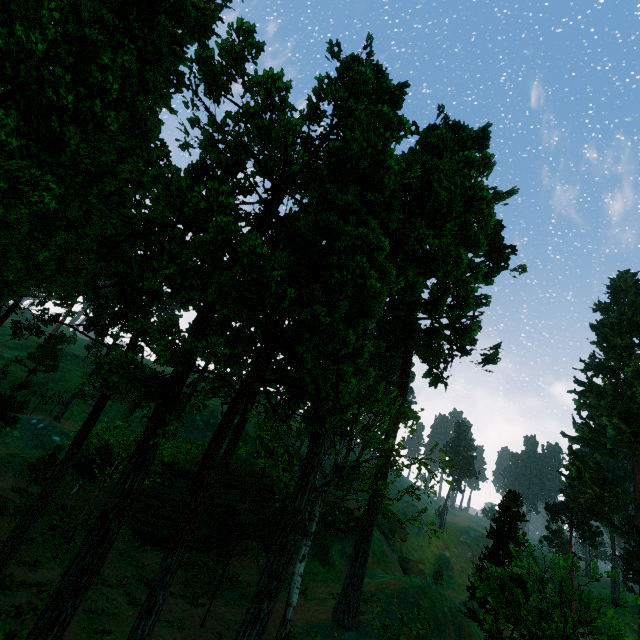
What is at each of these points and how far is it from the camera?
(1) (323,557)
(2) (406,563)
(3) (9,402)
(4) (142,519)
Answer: (1) rock, 34.7 meters
(2) rock, 49.7 meters
(3) treerock, 26.4 meters
(4) rock, 26.3 meters

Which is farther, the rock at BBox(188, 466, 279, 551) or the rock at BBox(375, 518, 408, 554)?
the rock at BBox(375, 518, 408, 554)

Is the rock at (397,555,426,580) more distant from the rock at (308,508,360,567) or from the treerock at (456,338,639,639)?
the treerock at (456,338,639,639)

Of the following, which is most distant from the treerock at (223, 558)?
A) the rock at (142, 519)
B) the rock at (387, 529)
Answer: the rock at (387, 529)

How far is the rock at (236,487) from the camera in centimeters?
2855cm

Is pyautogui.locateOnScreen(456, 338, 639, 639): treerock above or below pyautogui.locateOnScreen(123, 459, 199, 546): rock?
above

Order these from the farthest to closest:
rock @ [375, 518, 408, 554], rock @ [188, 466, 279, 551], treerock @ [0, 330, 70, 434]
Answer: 1. rock @ [375, 518, 408, 554]
2. rock @ [188, 466, 279, 551]
3. treerock @ [0, 330, 70, 434]
